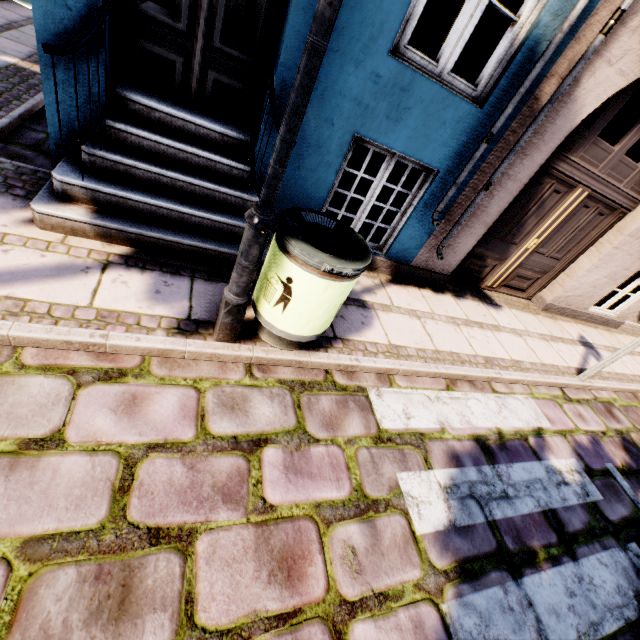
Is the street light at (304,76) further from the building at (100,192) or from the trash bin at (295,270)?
the building at (100,192)

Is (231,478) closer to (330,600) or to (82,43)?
(330,600)

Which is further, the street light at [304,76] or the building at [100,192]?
the building at [100,192]

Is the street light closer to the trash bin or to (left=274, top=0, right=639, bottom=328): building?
the trash bin

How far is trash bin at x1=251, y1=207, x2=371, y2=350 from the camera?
2.09m

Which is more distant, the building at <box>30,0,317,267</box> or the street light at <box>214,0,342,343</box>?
the building at <box>30,0,317,267</box>

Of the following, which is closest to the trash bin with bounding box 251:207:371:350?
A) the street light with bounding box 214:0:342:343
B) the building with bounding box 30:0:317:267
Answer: the street light with bounding box 214:0:342:343
